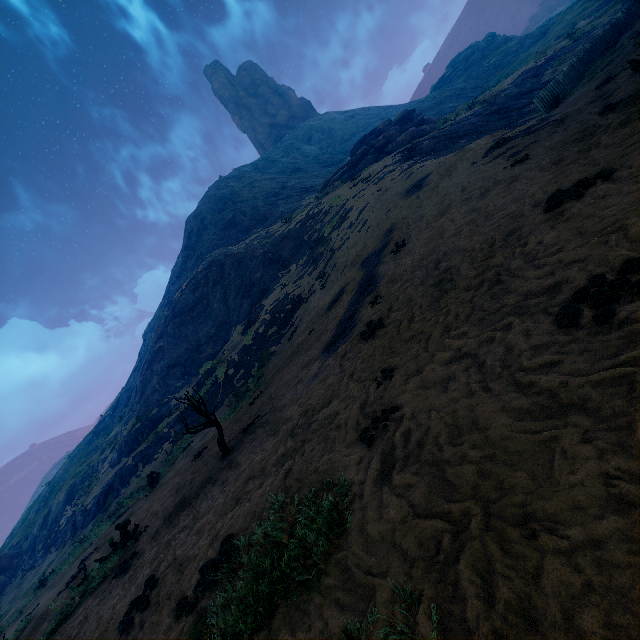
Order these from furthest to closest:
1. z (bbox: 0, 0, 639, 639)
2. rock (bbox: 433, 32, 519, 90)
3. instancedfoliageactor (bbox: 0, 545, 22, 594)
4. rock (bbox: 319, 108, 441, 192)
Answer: rock (bbox: 433, 32, 519, 90)
rock (bbox: 319, 108, 441, 192)
instancedfoliageactor (bbox: 0, 545, 22, 594)
z (bbox: 0, 0, 639, 639)

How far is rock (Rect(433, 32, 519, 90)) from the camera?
52.28m

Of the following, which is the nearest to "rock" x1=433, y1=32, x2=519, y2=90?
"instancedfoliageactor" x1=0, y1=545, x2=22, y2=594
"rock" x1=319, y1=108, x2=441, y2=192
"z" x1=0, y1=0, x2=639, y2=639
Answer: A: "z" x1=0, y1=0, x2=639, y2=639

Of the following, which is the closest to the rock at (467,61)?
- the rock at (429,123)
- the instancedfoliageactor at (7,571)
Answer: the rock at (429,123)

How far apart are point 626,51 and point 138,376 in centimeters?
3736cm

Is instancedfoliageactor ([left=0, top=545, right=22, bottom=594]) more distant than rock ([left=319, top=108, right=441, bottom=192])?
No

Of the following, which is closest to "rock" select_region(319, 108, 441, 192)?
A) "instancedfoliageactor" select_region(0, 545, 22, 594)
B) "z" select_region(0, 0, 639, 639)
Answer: "z" select_region(0, 0, 639, 639)

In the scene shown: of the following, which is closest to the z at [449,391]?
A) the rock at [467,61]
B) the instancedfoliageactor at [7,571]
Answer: the instancedfoliageactor at [7,571]
